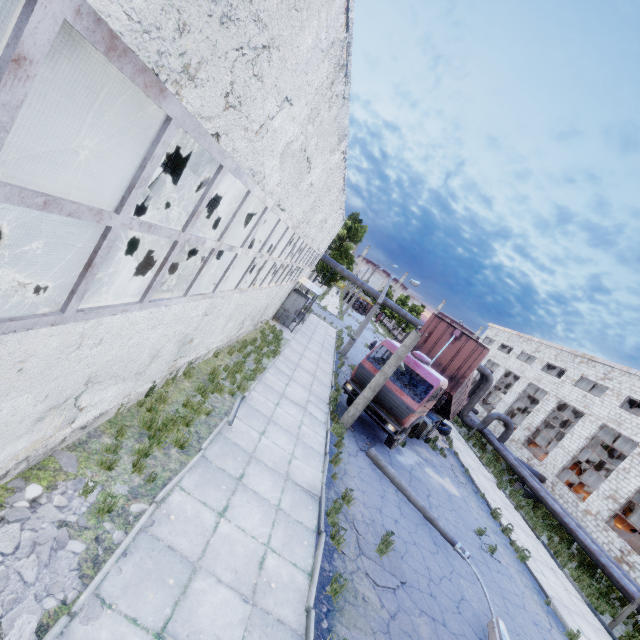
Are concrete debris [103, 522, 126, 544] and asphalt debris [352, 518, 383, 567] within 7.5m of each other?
yes

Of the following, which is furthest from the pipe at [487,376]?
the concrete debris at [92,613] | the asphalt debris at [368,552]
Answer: the concrete debris at [92,613]

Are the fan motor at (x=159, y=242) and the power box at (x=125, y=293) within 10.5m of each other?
no

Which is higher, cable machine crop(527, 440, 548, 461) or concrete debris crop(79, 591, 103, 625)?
cable machine crop(527, 440, 548, 461)

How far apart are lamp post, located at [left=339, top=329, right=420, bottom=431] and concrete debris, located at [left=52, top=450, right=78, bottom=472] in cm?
793

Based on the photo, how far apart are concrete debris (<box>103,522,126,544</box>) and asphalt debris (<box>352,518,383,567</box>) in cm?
407

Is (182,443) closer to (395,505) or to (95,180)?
(395,505)

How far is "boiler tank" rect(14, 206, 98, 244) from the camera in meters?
11.4 m
